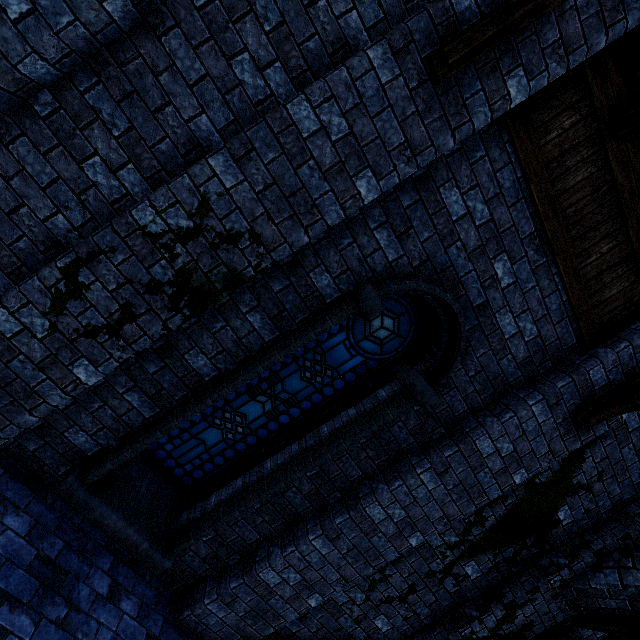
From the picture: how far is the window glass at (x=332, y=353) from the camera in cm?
388

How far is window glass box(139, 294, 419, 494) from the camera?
3.9 meters

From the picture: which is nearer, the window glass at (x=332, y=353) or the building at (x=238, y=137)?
the building at (x=238, y=137)

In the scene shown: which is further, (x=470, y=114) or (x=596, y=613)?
(x=596, y=613)

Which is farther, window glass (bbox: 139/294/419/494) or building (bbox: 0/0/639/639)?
window glass (bbox: 139/294/419/494)
